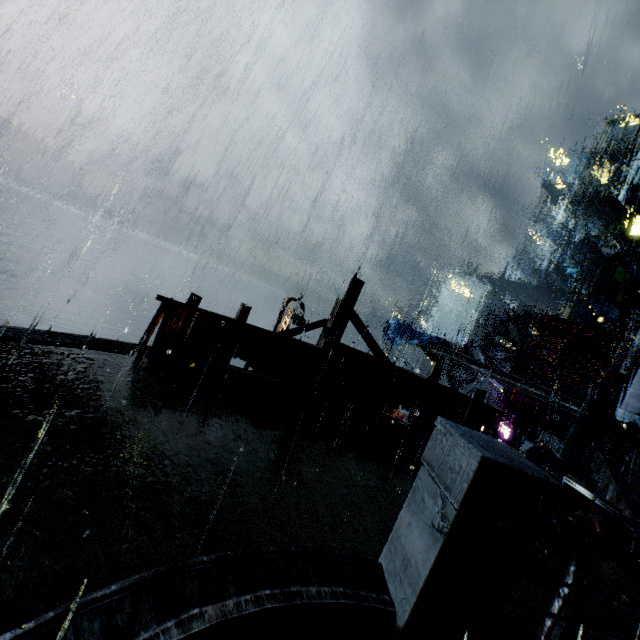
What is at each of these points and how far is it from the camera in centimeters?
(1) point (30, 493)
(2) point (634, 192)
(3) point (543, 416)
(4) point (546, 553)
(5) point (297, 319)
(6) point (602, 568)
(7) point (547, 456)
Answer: (1) building, 291cm
(2) building, 5916cm
(3) building, 1841cm
(4) building, 543cm
(5) street light, 1516cm
(6) building, 575cm
(7) trash bag, 848cm

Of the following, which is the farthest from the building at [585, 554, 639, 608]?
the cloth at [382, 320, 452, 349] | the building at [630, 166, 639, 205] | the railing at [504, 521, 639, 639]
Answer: the building at [630, 166, 639, 205]

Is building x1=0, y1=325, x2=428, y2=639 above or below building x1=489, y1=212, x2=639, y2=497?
below

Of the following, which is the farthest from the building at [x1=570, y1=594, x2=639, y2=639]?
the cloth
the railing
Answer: the cloth

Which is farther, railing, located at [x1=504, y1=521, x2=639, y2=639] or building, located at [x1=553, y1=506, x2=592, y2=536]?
building, located at [x1=553, y1=506, x2=592, y2=536]

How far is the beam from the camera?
15.80m

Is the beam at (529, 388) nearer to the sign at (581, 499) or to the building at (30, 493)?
the building at (30, 493)

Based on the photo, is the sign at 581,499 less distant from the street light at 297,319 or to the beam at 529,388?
the street light at 297,319
